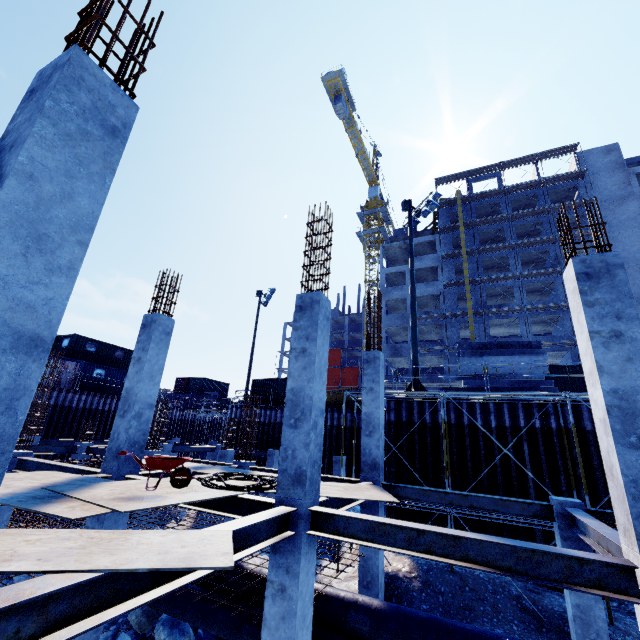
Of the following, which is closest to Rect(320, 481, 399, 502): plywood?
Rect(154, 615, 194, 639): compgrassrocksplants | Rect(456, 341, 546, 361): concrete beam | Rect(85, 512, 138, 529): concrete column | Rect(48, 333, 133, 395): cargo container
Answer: Rect(85, 512, 138, 529): concrete column

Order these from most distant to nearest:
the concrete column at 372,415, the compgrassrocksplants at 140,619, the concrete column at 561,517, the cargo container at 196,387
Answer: the cargo container at 196,387 → the concrete column at 372,415 → the compgrassrocksplants at 140,619 → the concrete column at 561,517

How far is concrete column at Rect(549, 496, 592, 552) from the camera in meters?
7.5 m

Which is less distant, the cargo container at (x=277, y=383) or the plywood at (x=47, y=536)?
the plywood at (x=47, y=536)

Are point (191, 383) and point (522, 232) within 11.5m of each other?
no

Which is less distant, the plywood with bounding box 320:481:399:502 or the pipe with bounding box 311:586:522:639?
the pipe with bounding box 311:586:522:639

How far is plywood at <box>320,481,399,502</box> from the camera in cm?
679

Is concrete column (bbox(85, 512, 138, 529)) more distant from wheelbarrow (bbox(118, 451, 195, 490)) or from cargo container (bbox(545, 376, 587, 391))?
cargo container (bbox(545, 376, 587, 391))
